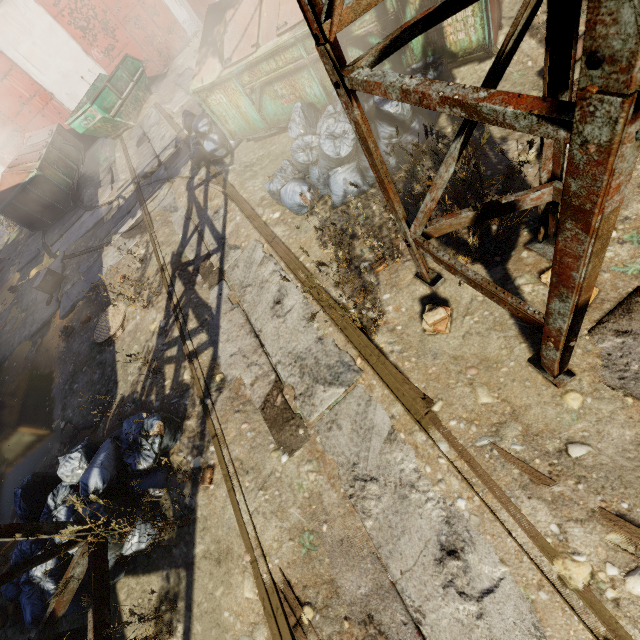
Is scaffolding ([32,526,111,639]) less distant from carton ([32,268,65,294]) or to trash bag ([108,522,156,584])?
trash bag ([108,522,156,584])

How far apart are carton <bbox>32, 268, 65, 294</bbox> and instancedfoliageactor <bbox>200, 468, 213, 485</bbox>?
7.7 meters

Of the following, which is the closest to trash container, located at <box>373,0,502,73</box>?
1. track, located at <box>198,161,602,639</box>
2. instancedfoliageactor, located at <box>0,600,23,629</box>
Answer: track, located at <box>198,161,602,639</box>

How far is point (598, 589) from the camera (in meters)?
1.75

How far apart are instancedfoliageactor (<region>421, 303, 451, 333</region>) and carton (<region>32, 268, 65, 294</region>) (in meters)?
8.68

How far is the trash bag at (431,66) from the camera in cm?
390

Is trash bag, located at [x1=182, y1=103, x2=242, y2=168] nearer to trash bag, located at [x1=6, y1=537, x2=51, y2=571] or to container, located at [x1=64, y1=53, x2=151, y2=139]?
trash bag, located at [x1=6, y1=537, x2=51, y2=571]

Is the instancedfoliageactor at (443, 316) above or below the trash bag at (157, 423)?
below
